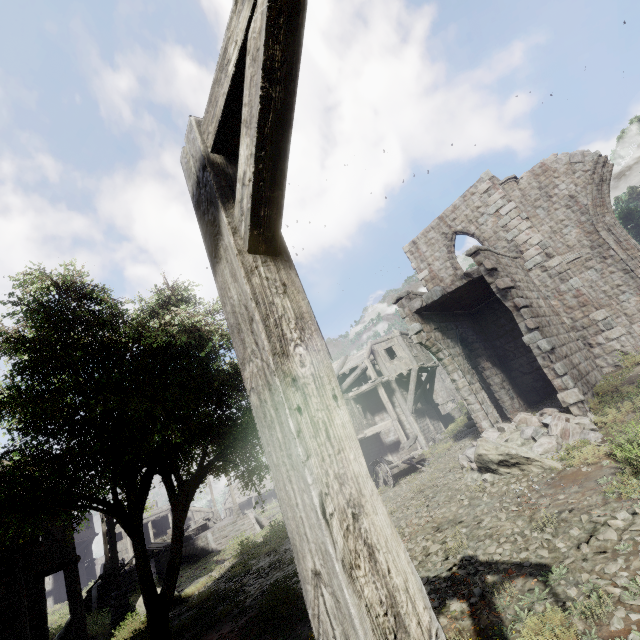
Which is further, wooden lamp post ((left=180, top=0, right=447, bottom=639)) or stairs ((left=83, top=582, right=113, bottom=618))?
stairs ((left=83, top=582, right=113, bottom=618))

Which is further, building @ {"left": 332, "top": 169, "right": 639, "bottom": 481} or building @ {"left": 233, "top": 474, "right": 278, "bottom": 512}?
building @ {"left": 233, "top": 474, "right": 278, "bottom": 512}

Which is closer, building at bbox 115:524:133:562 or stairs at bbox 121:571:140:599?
stairs at bbox 121:571:140:599

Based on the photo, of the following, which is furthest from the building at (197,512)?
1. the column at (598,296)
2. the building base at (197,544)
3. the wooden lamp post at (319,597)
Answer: the building base at (197,544)

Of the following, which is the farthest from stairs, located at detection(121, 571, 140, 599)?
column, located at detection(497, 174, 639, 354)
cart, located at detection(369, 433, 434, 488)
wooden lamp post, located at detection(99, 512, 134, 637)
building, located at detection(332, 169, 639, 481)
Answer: column, located at detection(497, 174, 639, 354)

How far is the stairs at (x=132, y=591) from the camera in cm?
2236

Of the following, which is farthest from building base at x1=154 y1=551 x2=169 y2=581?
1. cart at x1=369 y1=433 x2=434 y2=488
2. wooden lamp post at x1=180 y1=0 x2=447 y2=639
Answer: wooden lamp post at x1=180 y1=0 x2=447 y2=639

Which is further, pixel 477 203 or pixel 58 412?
pixel 477 203
